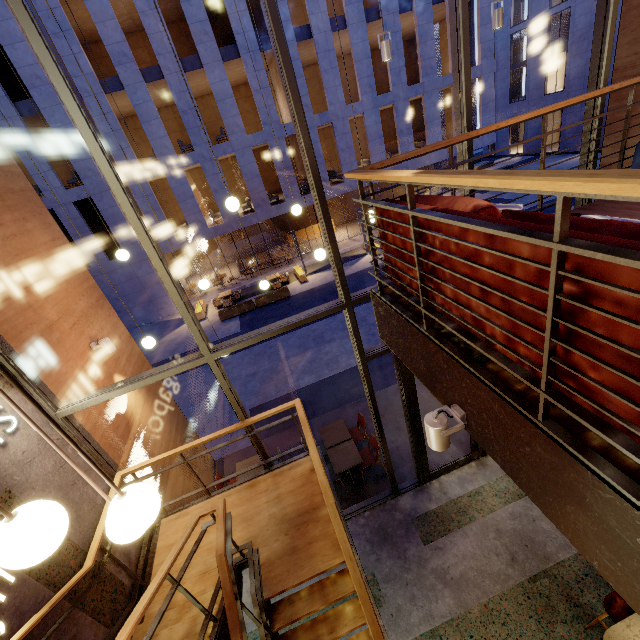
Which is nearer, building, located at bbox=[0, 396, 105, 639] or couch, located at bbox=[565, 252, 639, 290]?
couch, located at bbox=[565, 252, 639, 290]

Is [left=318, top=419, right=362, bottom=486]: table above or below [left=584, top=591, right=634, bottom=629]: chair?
below

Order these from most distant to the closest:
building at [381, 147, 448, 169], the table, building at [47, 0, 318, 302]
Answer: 1. building at [381, 147, 448, 169]
2. building at [47, 0, 318, 302]
3. the table

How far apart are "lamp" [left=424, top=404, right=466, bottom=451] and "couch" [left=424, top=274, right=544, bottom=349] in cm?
47

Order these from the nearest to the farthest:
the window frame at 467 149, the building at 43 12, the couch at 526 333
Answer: the couch at 526 333 → the window frame at 467 149 → the building at 43 12

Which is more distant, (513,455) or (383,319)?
(383,319)

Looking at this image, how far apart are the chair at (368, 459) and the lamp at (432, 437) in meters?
4.7

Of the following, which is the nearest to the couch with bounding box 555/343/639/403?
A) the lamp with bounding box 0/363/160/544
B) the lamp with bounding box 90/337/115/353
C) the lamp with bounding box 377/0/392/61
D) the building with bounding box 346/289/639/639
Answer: the building with bounding box 346/289/639/639
